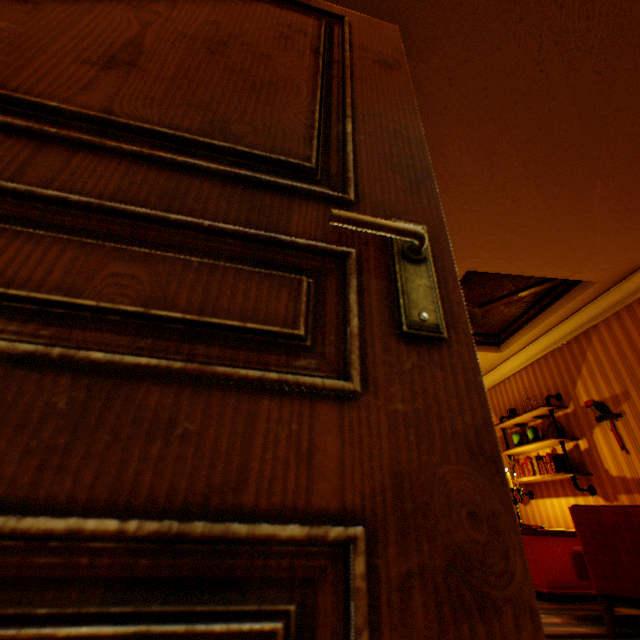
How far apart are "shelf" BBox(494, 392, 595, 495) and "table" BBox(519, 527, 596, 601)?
0.4m

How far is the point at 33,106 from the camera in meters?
0.5 m

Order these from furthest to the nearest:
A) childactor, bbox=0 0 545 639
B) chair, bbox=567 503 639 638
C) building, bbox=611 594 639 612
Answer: building, bbox=611 594 639 612 < chair, bbox=567 503 639 638 < childactor, bbox=0 0 545 639

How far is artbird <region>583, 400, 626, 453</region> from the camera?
3.77m

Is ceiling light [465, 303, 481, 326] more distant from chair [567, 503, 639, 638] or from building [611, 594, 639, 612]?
chair [567, 503, 639, 638]

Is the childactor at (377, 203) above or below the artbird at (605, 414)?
below

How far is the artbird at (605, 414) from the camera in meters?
3.8 m

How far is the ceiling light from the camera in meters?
3.2 m
